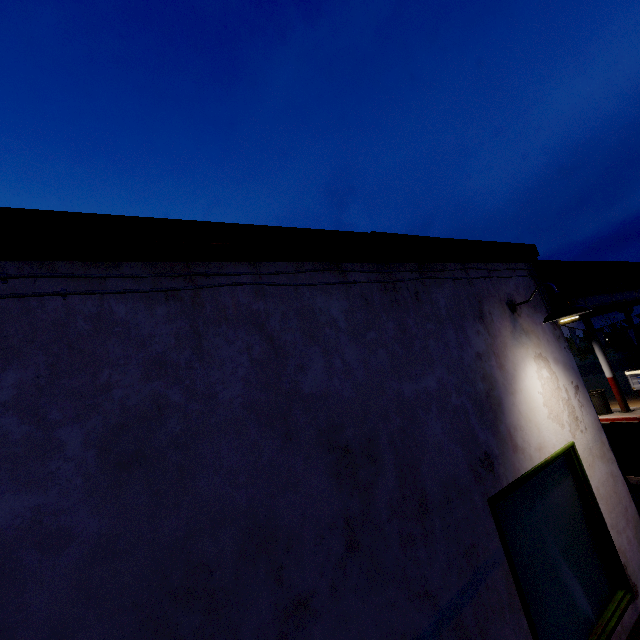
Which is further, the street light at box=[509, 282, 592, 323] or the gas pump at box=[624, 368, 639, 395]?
the gas pump at box=[624, 368, 639, 395]

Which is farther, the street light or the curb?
the curb

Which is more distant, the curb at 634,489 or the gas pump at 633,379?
the gas pump at 633,379

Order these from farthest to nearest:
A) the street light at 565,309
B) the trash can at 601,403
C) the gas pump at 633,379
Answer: the trash can at 601,403 → the gas pump at 633,379 → the street light at 565,309

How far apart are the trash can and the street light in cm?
1256

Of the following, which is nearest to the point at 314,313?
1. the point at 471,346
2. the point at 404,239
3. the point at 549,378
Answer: the point at 404,239

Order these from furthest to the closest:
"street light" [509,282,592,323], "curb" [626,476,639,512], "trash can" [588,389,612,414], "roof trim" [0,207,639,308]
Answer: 1. "trash can" [588,389,612,414]
2. "curb" [626,476,639,512]
3. "street light" [509,282,592,323]
4. "roof trim" [0,207,639,308]

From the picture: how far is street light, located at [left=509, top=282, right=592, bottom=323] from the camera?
3.3 meters
